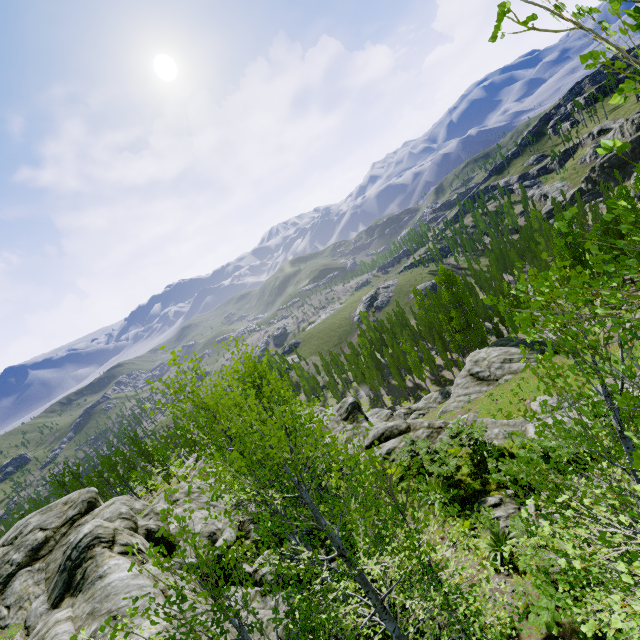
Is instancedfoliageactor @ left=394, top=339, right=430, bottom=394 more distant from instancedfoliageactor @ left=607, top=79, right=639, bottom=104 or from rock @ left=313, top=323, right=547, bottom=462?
instancedfoliageactor @ left=607, top=79, right=639, bottom=104

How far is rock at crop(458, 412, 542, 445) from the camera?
15.2 meters

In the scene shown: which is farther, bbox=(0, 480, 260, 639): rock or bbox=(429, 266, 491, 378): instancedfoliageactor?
bbox=(429, 266, 491, 378): instancedfoliageactor

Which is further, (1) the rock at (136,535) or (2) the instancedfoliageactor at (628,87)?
(1) the rock at (136,535)

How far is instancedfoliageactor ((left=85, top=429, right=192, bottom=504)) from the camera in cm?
3219

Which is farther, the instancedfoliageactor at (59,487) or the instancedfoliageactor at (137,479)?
the instancedfoliageactor at (59,487)

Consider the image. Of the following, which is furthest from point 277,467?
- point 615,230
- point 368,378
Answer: point 615,230
